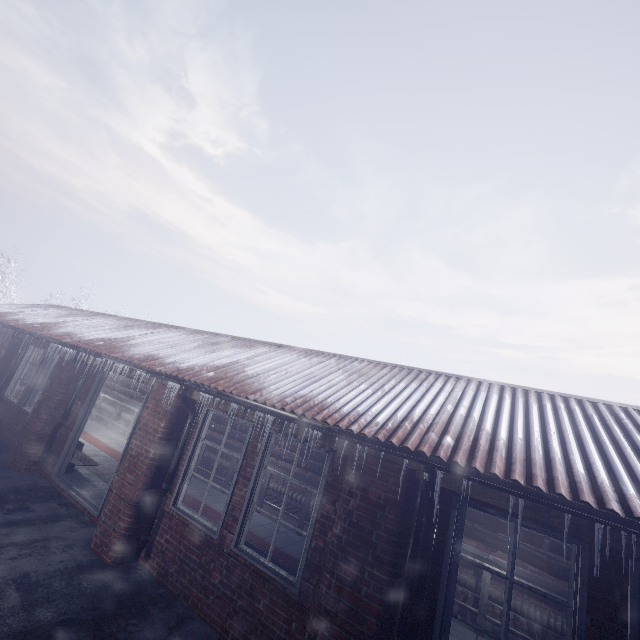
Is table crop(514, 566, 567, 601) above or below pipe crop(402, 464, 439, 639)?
below

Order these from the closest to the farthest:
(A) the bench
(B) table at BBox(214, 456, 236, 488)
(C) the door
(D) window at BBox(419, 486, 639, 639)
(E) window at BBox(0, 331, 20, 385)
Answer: (D) window at BBox(419, 486, 639, 639) < (C) the door < (A) the bench < (B) table at BBox(214, 456, 236, 488) < (E) window at BBox(0, 331, 20, 385)

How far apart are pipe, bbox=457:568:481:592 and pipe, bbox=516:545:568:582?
0.4m

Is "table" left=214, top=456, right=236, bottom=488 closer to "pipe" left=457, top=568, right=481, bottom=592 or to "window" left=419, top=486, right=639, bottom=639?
"pipe" left=457, top=568, right=481, bottom=592

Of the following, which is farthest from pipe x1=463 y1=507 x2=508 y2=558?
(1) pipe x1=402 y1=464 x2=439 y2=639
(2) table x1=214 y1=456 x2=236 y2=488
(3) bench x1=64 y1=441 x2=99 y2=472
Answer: (1) pipe x1=402 y1=464 x2=439 y2=639

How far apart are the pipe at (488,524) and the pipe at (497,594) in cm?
43

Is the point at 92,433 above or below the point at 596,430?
below

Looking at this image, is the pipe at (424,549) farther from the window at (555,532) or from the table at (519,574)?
the table at (519,574)
